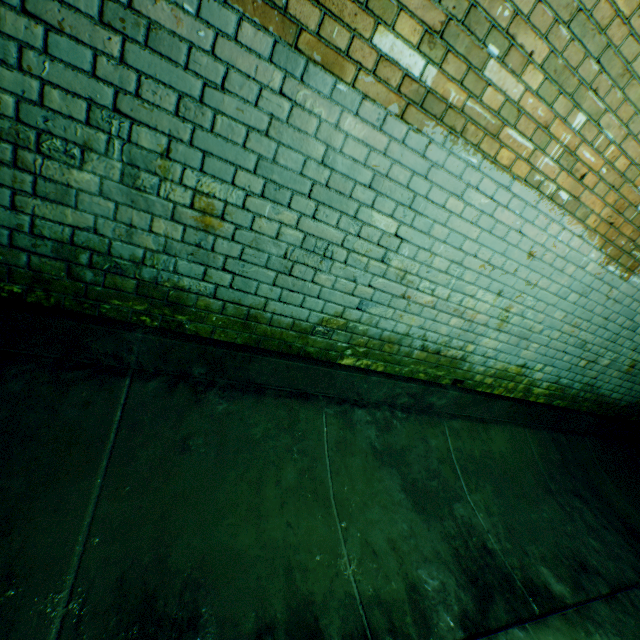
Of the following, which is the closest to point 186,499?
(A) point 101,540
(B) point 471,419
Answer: (A) point 101,540
